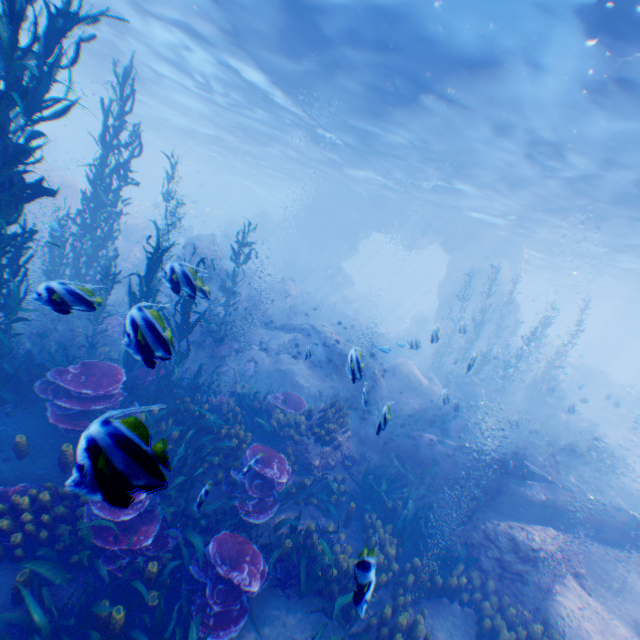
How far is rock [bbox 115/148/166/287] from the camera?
20.56m

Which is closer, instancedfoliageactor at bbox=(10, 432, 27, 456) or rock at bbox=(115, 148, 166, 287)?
instancedfoliageactor at bbox=(10, 432, 27, 456)

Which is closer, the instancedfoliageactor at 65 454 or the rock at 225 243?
the instancedfoliageactor at 65 454

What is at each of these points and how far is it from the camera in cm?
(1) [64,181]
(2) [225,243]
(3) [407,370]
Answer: (1) rock, 1902
(2) rock, 3284
(3) rock, 1625

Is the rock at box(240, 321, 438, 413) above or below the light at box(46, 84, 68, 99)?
below

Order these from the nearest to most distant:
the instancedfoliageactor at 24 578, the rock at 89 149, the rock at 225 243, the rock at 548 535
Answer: the instancedfoliageactor at 24 578 < the rock at 548 535 < the rock at 225 243 < the rock at 89 149

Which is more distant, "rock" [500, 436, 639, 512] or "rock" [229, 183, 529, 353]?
"rock" [229, 183, 529, 353]

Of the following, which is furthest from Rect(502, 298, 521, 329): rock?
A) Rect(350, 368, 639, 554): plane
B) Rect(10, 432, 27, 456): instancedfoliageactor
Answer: Rect(10, 432, 27, 456): instancedfoliageactor
